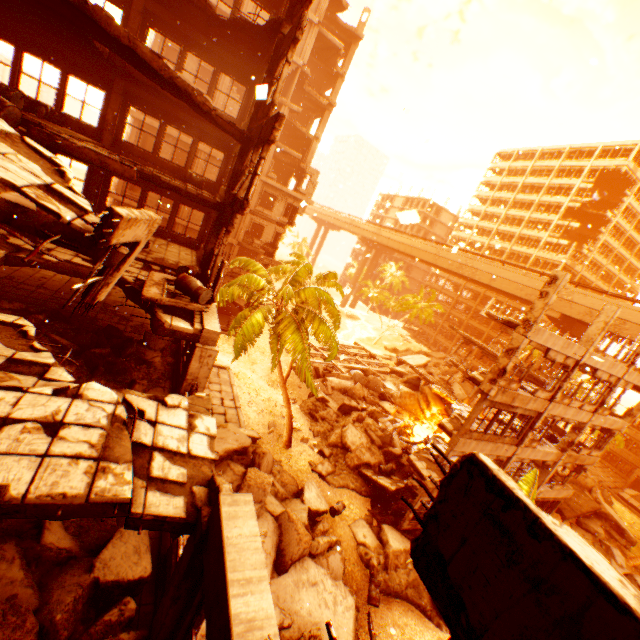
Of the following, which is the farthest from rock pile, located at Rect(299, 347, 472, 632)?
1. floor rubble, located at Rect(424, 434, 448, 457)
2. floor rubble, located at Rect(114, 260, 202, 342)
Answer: floor rubble, located at Rect(114, 260, 202, 342)

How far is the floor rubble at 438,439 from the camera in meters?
19.6 m

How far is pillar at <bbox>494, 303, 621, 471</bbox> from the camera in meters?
15.5 m

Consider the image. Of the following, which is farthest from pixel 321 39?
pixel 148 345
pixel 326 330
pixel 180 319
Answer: pixel 180 319

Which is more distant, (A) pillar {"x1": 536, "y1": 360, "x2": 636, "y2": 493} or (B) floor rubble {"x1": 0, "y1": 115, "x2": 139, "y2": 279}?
(A) pillar {"x1": 536, "y1": 360, "x2": 636, "y2": 493}

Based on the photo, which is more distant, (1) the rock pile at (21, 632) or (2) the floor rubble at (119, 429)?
(1) the rock pile at (21, 632)

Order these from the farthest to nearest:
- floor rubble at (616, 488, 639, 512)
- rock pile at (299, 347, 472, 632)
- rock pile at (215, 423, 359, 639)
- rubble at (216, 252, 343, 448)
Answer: floor rubble at (616, 488, 639, 512) < rubble at (216, 252, 343, 448) < rock pile at (299, 347, 472, 632) < rock pile at (215, 423, 359, 639)

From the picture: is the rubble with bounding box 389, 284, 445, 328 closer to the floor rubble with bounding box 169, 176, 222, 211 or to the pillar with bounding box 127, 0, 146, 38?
the floor rubble with bounding box 169, 176, 222, 211
